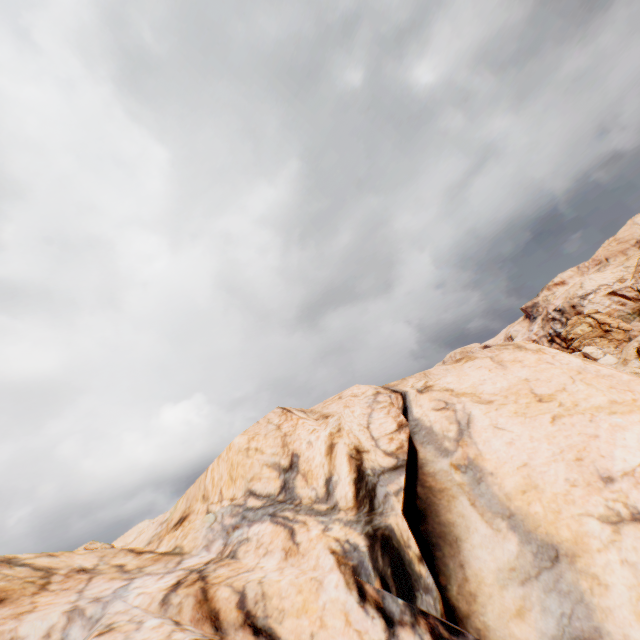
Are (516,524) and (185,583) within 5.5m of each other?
no
